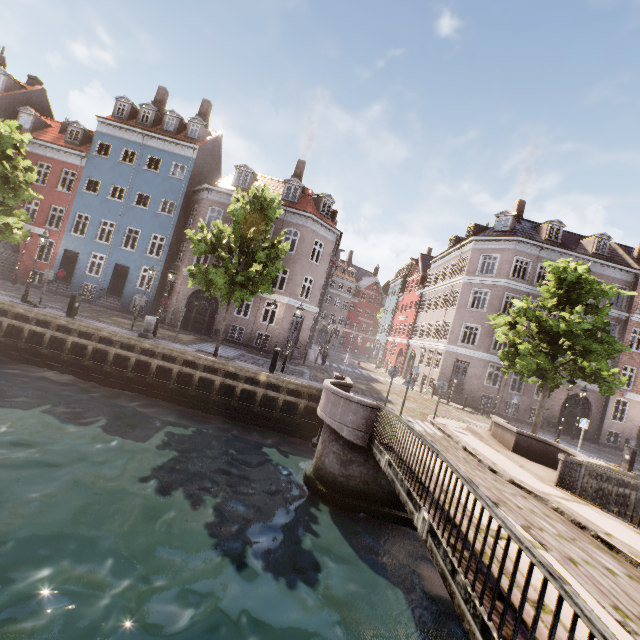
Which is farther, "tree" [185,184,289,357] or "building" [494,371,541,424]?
"building" [494,371,541,424]

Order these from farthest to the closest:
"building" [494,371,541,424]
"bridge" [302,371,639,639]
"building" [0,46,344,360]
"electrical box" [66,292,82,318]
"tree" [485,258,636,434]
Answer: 1. "building" [494,371,541,424]
2. "building" [0,46,344,360]
3. "electrical box" [66,292,82,318]
4. "tree" [485,258,636,434]
5. "bridge" [302,371,639,639]

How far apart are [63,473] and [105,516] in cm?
196

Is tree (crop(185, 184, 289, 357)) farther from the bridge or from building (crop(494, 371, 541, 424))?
building (crop(494, 371, 541, 424))

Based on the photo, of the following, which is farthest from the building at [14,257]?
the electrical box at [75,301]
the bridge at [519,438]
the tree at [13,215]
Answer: the bridge at [519,438]

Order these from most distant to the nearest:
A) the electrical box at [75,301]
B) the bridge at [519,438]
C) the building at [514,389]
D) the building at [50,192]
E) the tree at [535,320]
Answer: the building at [514,389] → the building at [50,192] → the electrical box at [75,301] → the tree at [535,320] → the bridge at [519,438]
